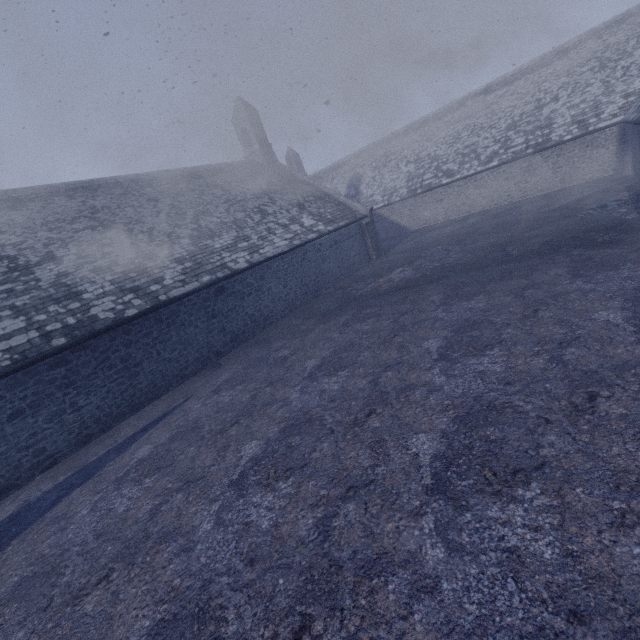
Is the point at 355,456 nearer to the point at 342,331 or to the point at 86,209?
the point at 342,331
